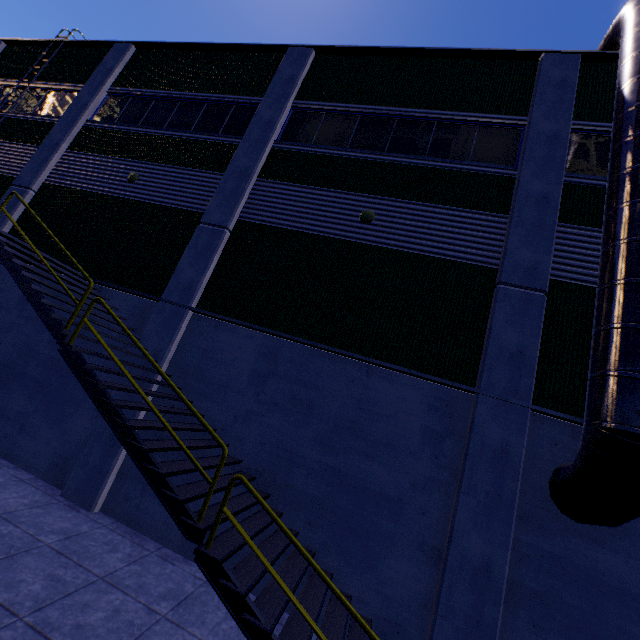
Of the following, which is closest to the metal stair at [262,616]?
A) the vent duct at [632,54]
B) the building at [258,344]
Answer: the building at [258,344]

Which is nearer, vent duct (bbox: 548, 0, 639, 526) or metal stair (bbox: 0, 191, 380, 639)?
metal stair (bbox: 0, 191, 380, 639)

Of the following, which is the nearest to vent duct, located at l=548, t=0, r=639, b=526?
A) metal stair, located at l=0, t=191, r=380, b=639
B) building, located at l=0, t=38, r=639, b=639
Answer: building, located at l=0, t=38, r=639, b=639

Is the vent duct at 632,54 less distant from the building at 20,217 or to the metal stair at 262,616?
the building at 20,217

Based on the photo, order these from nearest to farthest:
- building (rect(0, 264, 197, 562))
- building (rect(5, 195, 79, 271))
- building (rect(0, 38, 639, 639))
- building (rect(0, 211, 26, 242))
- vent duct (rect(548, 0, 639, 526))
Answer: vent duct (rect(548, 0, 639, 526))
building (rect(0, 38, 639, 639))
building (rect(0, 264, 197, 562))
building (rect(5, 195, 79, 271))
building (rect(0, 211, 26, 242))

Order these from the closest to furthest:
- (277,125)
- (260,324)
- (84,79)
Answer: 1. (260,324)
2. (277,125)
3. (84,79)

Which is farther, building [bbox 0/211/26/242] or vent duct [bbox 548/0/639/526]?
building [bbox 0/211/26/242]
